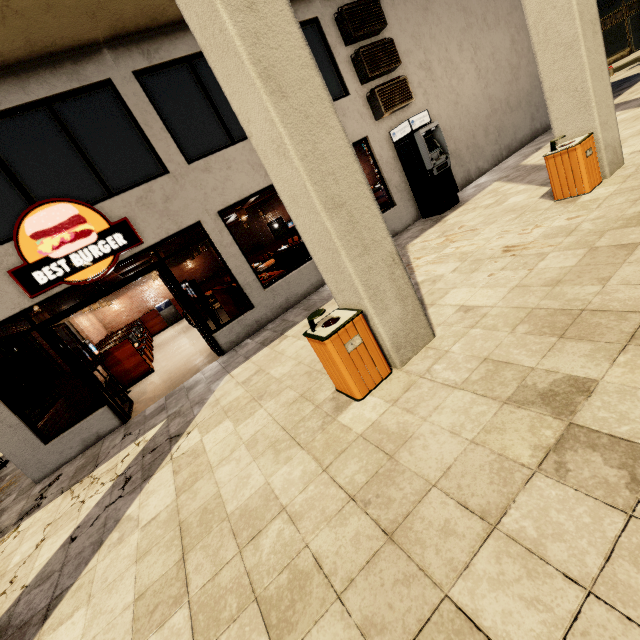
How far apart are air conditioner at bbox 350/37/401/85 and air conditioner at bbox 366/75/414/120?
0.2m

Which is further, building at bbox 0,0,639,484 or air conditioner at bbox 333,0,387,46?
air conditioner at bbox 333,0,387,46

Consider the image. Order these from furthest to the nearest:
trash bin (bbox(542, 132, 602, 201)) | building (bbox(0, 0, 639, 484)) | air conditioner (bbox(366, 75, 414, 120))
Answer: air conditioner (bbox(366, 75, 414, 120)), trash bin (bbox(542, 132, 602, 201)), building (bbox(0, 0, 639, 484))

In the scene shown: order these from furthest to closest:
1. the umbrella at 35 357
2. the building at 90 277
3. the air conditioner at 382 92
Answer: the umbrella at 35 357 → the air conditioner at 382 92 → the building at 90 277

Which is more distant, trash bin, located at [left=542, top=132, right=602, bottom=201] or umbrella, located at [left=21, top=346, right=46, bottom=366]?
umbrella, located at [left=21, top=346, right=46, bottom=366]

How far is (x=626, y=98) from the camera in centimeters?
1009cm

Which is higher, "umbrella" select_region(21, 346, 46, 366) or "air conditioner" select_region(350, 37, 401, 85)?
"air conditioner" select_region(350, 37, 401, 85)

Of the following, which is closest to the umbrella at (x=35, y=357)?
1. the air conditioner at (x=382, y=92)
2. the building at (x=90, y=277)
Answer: the building at (x=90, y=277)
